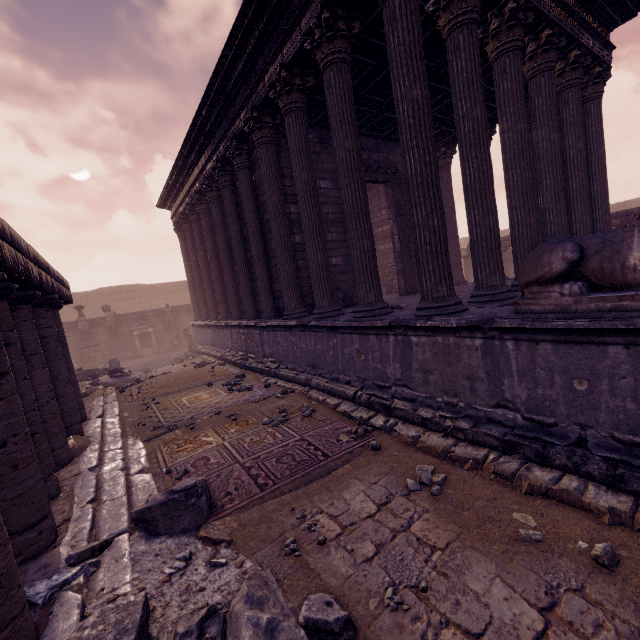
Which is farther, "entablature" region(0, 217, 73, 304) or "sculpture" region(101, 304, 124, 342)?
"sculpture" region(101, 304, 124, 342)

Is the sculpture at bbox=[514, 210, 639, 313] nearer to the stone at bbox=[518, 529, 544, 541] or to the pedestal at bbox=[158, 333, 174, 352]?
the stone at bbox=[518, 529, 544, 541]

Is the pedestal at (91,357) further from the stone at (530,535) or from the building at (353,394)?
the stone at (530,535)

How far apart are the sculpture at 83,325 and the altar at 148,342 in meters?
1.7

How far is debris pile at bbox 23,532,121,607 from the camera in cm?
234

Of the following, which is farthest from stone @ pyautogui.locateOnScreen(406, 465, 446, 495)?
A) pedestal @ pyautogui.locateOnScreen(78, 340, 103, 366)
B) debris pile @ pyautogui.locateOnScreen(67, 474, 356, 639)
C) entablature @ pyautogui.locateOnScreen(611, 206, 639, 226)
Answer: pedestal @ pyautogui.locateOnScreen(78, 340, 103, 366)

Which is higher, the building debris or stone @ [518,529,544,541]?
the building debris

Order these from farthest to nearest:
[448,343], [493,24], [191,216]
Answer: [191,216] < [493,24] < [448,343]
